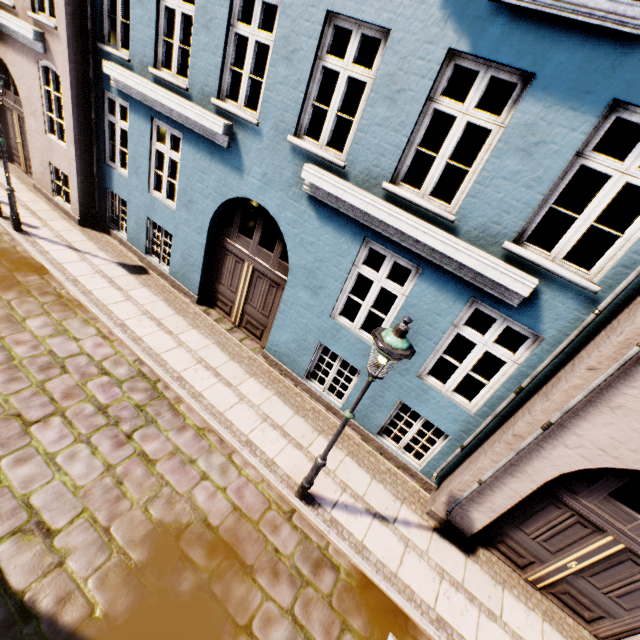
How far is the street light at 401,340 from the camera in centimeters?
346cm

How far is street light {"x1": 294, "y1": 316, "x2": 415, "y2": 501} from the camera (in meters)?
3.46

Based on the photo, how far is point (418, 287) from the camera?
5.32m
